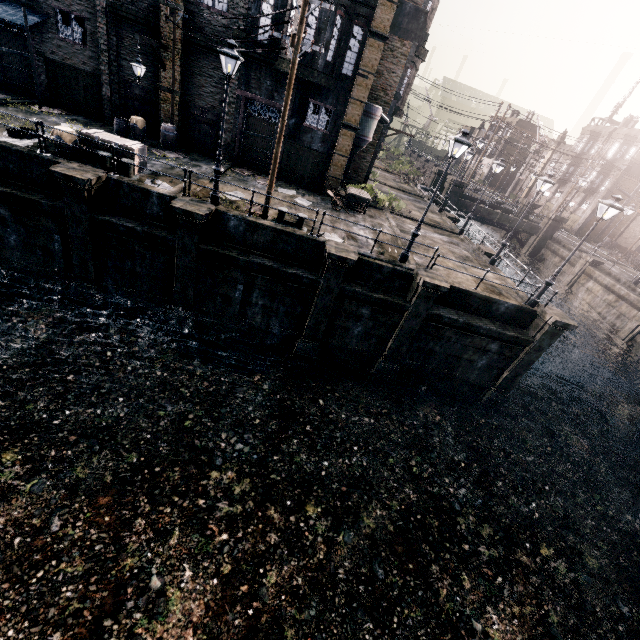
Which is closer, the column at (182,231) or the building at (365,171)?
the column at (182,231)

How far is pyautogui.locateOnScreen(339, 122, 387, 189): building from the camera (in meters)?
25.17

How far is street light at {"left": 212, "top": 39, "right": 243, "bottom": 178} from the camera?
11.3 meters

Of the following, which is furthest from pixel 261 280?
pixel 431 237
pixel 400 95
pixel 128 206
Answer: pixel 400 95

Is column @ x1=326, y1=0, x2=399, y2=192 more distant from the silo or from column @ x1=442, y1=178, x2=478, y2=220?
column @ x1=442, y1=178, x2=478, y2=220

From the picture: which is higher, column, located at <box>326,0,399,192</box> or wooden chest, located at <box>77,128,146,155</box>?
column, located at <box>326,0,399,192</box>

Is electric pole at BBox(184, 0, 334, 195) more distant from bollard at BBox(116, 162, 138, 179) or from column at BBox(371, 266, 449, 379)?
column at BBox(371, 266, 449, 379)

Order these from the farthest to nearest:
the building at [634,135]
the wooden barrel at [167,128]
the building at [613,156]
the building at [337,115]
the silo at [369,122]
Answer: the building at [634,135], the building at [613,156], the silo at [369,122], the wooden barrel at [167,128], the building at [337,115]
